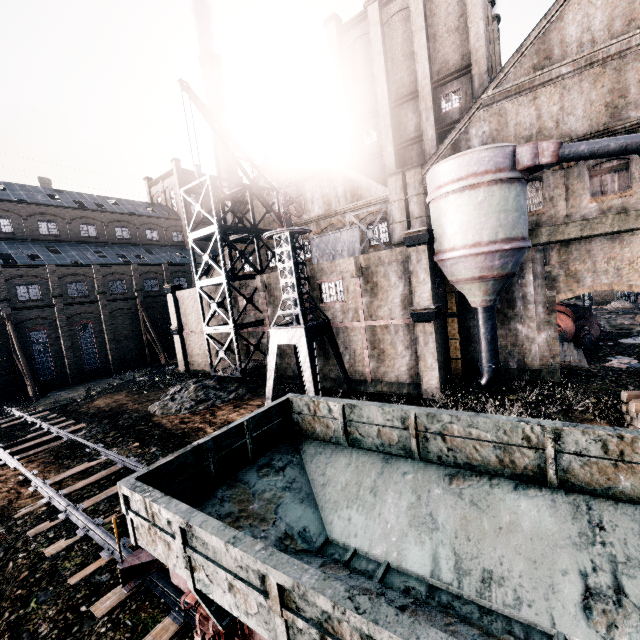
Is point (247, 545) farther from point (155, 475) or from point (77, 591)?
point (77, 591)

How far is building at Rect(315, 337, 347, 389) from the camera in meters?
23.8

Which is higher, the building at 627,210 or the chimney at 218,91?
the chimney at 218,91

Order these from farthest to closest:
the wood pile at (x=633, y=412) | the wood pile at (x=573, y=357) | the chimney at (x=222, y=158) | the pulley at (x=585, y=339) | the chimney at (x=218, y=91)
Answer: the chimney at (x=222, y=158)
the chimney at (x=218, y=91)
the pulley at (x=585, y=339)
the wood pile at (x=573, y=357)
the wood pile at (x=633, y=412)

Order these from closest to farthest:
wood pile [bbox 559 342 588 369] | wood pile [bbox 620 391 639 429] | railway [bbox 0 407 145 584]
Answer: railway [bbox 0 407 145 584]
wood pile [bbox 620 391 639 429]
wood pile [bbox 559 342 588 369]

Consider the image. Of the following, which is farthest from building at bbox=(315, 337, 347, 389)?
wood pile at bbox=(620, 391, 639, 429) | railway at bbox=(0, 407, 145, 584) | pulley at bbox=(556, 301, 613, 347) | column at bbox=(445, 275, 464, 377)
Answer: railway at bbox=(0, 407, 145, 584)

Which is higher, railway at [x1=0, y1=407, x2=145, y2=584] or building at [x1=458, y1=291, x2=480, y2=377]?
building at [x1=458, y1=291, x2=480, y2=377]

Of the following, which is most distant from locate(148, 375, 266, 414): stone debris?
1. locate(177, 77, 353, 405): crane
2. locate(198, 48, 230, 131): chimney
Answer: locate(198, 48, 230, 131): chimney
